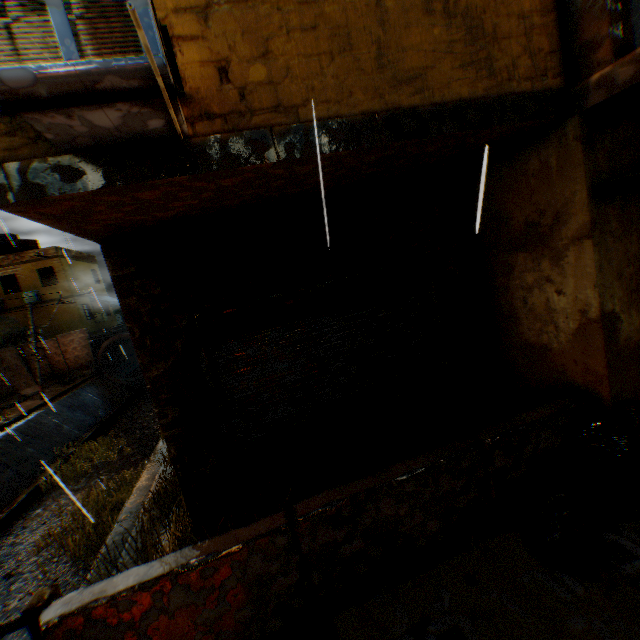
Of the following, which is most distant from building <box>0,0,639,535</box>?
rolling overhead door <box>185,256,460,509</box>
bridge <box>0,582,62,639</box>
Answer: bridge <box>0,582,62,639</box>

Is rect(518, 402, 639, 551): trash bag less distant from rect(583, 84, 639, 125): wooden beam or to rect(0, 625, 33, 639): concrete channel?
rect(583, 84, 639, 125): wooden beam

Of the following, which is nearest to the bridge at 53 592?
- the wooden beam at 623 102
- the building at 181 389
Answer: the building at 181 389

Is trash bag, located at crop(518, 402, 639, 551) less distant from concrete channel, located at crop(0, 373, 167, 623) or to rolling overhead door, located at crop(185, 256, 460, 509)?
rolling overhead door, located at crop(185, 256, 460, 509)

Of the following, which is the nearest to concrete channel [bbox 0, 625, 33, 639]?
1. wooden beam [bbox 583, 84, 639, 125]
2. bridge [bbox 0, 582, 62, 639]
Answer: bridge [bbox 0, 582, 62, 639]

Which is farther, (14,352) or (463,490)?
(14,352)

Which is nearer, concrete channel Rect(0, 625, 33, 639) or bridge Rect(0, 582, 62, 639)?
bridge Rect(0, 582, 62, 639)

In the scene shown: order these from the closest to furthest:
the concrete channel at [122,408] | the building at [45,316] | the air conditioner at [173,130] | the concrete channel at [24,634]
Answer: the air conditioner at [173,130]
the concrete channel at [24,634]
the concrete channel at [122,408]
the building at [45,316]
